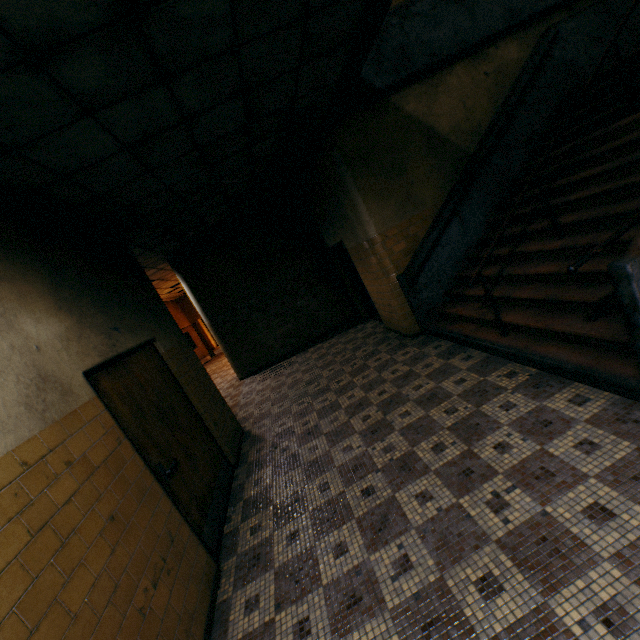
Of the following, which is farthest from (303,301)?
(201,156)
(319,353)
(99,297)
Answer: (99,297)

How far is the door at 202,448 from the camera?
3.0 meters

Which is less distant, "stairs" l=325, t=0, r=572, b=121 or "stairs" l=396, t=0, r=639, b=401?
"stairs" l=396, t=0, r=639, b=401

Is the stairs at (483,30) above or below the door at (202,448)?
above

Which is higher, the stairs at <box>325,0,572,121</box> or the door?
the stairs at <box>325,0,572,121</box>

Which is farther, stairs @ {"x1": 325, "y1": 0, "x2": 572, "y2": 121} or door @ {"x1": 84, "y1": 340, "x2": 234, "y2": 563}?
stairs @ {"x1": 325, "y1": 0, "x2": 572, "y2": 121}

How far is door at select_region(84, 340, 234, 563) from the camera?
3.0m

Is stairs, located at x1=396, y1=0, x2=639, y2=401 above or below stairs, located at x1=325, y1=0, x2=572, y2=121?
below
